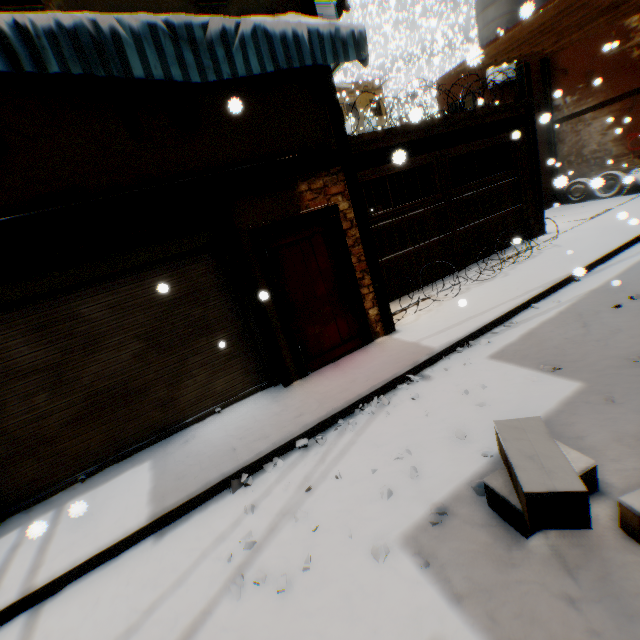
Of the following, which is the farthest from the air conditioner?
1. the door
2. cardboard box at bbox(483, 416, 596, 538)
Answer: cardboard box at bbox(483, 416, 596, 538)

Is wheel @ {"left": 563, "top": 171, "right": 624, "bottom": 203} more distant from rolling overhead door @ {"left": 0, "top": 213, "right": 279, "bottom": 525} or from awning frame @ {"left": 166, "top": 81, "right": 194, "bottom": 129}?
awning frame @ {"left": 166, "top": 81, "right": 194, "bottom": 129}

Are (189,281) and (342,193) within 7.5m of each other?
yes

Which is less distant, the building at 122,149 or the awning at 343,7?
the building at 122,149

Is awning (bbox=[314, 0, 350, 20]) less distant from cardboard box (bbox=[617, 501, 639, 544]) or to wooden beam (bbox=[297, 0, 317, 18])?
wooden beam (bbox=[297, 0, 317, 18])

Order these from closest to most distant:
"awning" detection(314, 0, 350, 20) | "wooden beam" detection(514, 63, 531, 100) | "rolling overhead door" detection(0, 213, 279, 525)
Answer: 1. "rolling overhead door" detection(0, 213, 279, 525)
2. "awning" detection(314, 0, 350, 20)
3. "wooden beam" detection(514, 63, 531, 100)

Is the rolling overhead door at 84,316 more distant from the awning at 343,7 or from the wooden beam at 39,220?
the awning at 343,7

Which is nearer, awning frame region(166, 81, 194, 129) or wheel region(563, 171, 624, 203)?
awning frame region(166, 81, 194, 129)
